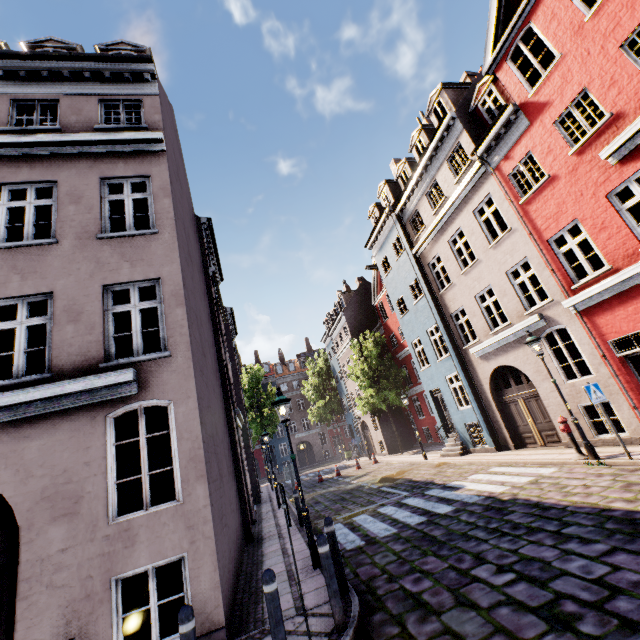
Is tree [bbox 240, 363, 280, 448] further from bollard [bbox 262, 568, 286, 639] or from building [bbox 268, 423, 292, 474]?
bollard [bbox 262, 568, 286, 639]

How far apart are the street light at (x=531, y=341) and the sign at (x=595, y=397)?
0.98m

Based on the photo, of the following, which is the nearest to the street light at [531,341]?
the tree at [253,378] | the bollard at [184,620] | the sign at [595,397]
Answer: the sign at [595,397]

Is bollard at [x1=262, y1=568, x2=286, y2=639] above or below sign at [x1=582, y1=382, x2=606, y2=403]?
below

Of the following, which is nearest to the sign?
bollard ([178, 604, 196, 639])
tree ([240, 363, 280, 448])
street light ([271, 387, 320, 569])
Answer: street light ([271, 387, 320, 569])

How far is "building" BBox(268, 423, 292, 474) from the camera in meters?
45.6 m

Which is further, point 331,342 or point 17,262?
point 331,342

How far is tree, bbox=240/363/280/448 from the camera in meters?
35.7
